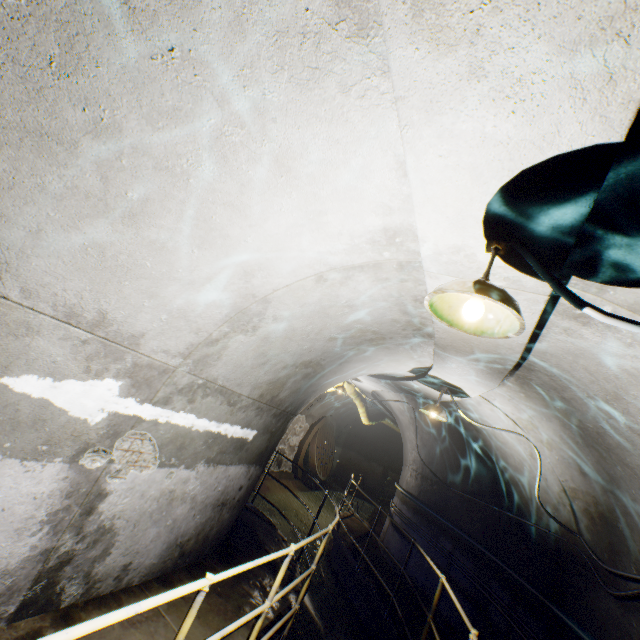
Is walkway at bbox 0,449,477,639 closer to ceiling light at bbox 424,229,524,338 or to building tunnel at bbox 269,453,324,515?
building tunnel at bbox 269,453,324,515

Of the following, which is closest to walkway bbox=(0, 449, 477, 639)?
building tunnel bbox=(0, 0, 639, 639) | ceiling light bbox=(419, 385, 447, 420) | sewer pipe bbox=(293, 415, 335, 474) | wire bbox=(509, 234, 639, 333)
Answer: building tunnel bbox=(0, 0, 639, 639)

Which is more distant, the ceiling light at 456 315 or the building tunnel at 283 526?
the building tunnel at 283 526

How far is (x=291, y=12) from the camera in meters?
1.2 m

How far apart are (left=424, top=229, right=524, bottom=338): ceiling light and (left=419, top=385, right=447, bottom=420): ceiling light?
3.6m

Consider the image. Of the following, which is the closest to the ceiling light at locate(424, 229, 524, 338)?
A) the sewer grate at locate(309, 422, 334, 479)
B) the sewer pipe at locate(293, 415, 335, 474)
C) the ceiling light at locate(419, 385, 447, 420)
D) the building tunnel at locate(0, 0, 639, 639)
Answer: the building tunnel at locate(0, 0, 639, 639)

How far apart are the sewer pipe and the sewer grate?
0.0m

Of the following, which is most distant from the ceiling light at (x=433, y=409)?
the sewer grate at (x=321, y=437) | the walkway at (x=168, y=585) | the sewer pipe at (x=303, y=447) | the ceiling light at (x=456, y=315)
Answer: the sewer grate at (x=321, y=437)
